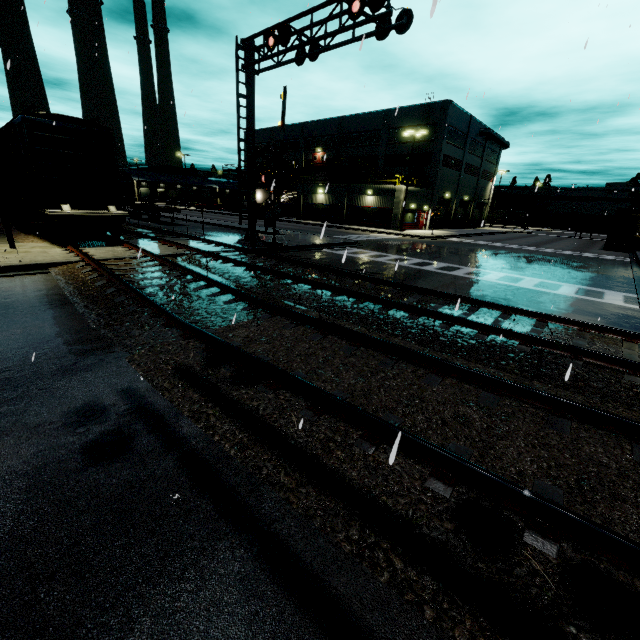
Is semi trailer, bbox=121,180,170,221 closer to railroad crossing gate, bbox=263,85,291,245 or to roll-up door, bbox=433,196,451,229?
roll-up door, bbox=433,196,451,229

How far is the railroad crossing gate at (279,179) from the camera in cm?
1575

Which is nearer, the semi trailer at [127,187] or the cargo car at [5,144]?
the cargo car at [5,144]

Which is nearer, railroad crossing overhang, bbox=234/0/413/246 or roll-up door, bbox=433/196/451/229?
railroad crossing overhang, bbox=234/0/413/246

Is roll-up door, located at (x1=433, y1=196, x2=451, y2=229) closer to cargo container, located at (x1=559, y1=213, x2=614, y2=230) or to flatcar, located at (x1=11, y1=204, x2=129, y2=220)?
cargo container, located at (x1=559, y1=213, x2=614, y2=230)

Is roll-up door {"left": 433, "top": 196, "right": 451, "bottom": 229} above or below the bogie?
above

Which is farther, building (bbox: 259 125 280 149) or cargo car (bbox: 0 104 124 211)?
building (bbox: 259 125 280 149)

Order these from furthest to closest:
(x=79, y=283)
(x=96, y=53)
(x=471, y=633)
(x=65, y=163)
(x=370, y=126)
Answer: (x=370, y=126)
(x=96, y=53)
(x=65, y=163)
(x=79, y=283)
(x=471, y=633)
